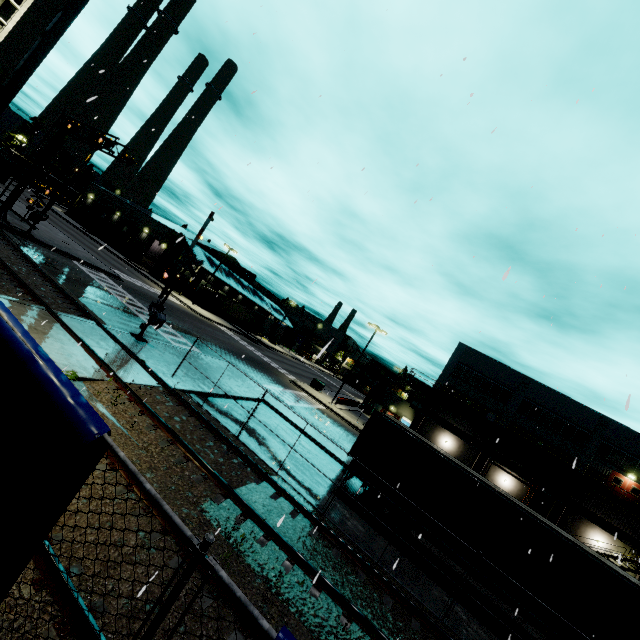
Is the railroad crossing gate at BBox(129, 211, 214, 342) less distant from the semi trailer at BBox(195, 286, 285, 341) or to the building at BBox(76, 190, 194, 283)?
the building at BBox(76, 190, 194, 283)

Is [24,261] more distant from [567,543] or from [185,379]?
[567,543]

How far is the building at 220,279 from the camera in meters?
53.0

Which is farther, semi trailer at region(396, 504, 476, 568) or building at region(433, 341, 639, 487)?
building at region(433, 341, 639, 487)

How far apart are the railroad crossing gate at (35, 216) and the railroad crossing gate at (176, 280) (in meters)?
13.63

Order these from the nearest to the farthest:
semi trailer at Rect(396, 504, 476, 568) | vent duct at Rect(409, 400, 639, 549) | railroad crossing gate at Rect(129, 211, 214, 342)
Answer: semi trailer at Rect(396, 504, 476, 568), railroad crossing gate at Rect(129, 211, 214, 342), vent duct at Rect(409, 400, 639, 549)

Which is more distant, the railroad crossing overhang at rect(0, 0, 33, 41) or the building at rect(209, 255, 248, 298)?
the building at rect(209, 255, 248, 298)

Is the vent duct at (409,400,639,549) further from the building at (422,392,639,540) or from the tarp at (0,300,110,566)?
the tarp at (0,300,110,566)
